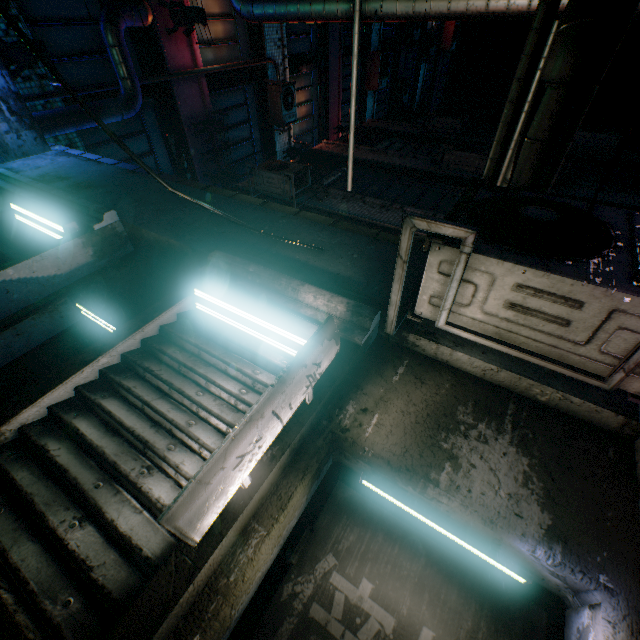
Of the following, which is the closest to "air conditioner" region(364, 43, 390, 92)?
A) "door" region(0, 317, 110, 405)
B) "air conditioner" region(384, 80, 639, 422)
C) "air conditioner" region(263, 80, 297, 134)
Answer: "air conditioner" region(263, 80, 297, 134)

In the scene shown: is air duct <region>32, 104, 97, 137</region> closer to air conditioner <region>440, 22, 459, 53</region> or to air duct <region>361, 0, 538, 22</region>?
air duct <region>361, 0, 538, 22</region>

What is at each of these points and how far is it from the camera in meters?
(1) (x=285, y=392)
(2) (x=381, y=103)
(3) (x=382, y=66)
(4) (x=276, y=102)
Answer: (1) sign, 1.1
(2) window, 14.3
(3) air conditioner, 12.0
(4) air conditioner, 8.5

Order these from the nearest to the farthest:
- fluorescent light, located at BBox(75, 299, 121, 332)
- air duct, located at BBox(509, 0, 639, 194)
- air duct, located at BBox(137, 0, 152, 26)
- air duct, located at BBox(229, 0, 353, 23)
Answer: air duct, located at BBox(509, 0, 639, 194)
fluorescent light, located at BBox(75, 299, 121, 332)
air duct, located at BBox(229, 0, 353, 23)
air duct, located at BBox(137, 0, 152, 26)

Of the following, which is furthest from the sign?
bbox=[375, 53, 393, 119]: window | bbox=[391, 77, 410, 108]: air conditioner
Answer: bbox=[391, 77, 410, 108]: air conditioner

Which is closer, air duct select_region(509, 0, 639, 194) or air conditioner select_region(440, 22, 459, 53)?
air duct select_region(509, 0, 639, 194)

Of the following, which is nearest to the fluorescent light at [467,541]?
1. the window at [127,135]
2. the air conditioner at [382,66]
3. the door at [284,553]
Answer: the door at [284,553]

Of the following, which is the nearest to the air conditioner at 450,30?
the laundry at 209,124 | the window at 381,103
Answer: the window at 381,103
